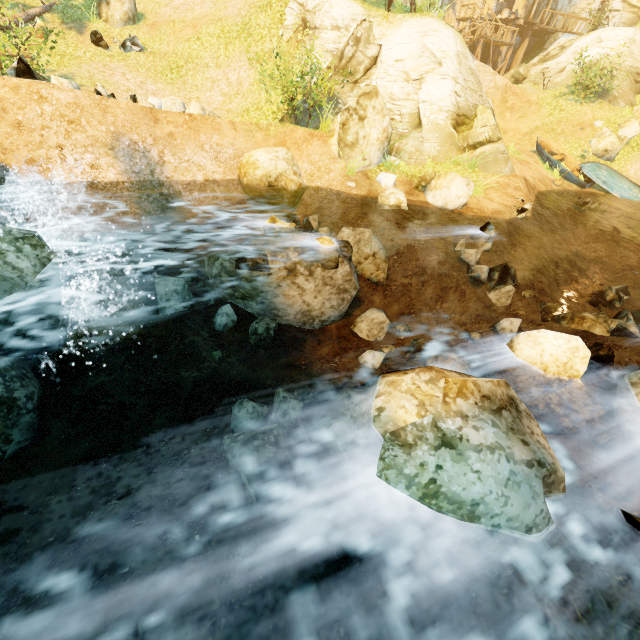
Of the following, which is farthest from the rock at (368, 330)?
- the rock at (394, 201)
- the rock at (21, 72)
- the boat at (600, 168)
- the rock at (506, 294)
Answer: the boat at (600, 168)

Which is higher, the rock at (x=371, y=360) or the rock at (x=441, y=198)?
the rock at (x=441, y=198)

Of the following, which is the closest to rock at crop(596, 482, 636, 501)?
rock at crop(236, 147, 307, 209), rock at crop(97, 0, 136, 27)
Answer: rock at crop(236, 147, 307, 209)

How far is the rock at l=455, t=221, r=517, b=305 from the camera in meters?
9.0 m

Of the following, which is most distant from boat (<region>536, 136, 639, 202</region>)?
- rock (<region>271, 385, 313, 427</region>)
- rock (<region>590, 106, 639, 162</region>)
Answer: rock (<region>271, 385, 313, 427</region>)

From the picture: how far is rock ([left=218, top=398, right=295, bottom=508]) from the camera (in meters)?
3.87

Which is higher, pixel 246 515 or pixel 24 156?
pixel 24 156

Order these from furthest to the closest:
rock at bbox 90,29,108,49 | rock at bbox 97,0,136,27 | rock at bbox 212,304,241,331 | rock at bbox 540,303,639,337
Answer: rock at bbox 97,0,136,27, rock at bbox 90,29,108,49, rock at bbox 540,303,639,337, rock at bbox 212,304,241,331
